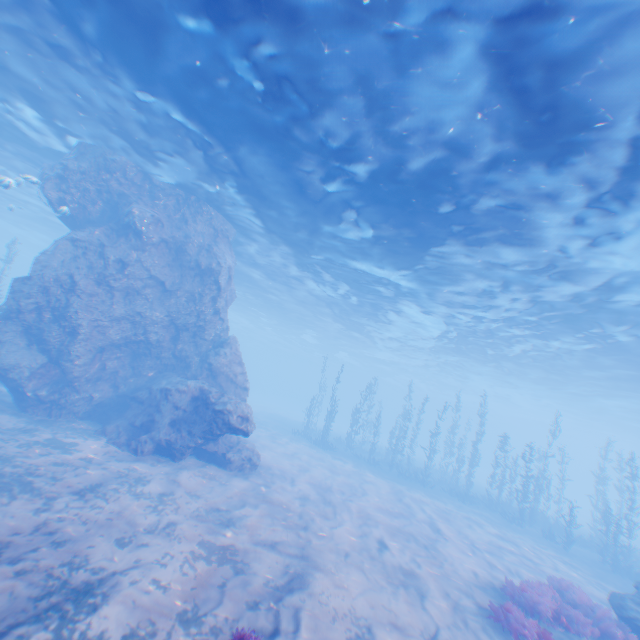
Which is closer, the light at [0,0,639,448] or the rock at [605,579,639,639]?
the light at [0,0,639,448]

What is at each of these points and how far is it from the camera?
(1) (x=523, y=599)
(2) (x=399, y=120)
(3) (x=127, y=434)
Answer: (1) instancedfoliageactor, 9.66m
(2) light, 9.66m
(3) rock, 13.34m

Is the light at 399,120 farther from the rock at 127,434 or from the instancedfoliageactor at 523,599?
the instancedfoliageactor at 523,599

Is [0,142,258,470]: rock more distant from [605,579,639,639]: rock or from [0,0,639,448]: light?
[605,579,639,639]: rock

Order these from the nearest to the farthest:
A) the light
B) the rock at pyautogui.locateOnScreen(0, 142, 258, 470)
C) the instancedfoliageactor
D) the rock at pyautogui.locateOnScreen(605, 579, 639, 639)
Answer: the light
the instancedfoliageactor
the rock at pyautogui.locateOnScreen(605, 579, 639, 639)
the rock at pyautogui.locateOnScreen(0, 142, 258, 470)

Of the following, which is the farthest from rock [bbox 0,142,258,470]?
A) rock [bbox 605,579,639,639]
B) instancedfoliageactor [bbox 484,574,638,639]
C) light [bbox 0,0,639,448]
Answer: instancedfoliageactor [bbox 484,574,638,639]

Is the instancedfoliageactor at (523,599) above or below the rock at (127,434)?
below
